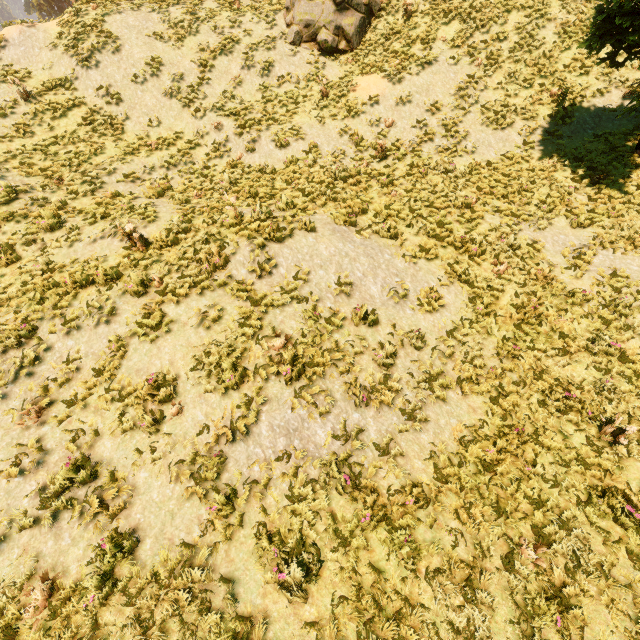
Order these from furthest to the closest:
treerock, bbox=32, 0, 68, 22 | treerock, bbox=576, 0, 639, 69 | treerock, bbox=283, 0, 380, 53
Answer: treerock, bbox=32, 0, 68, 22 < treerock, bbox=283, 0, 380, 53 < treerock, bbox=576, 0, 639, 69

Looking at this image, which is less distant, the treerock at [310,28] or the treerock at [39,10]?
the treerock at [310,28]

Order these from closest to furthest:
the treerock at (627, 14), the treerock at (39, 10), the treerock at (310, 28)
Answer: the treerock at (627, 14) < the treerock at (310, 28) < the treerock at (39, 10)

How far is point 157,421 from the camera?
6.2m

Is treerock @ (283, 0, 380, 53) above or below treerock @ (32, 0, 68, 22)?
below

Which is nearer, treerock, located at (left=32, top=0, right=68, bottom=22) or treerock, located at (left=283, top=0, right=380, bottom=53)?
treerock, located at (left=283, top=0, right=380, bottom=53)
